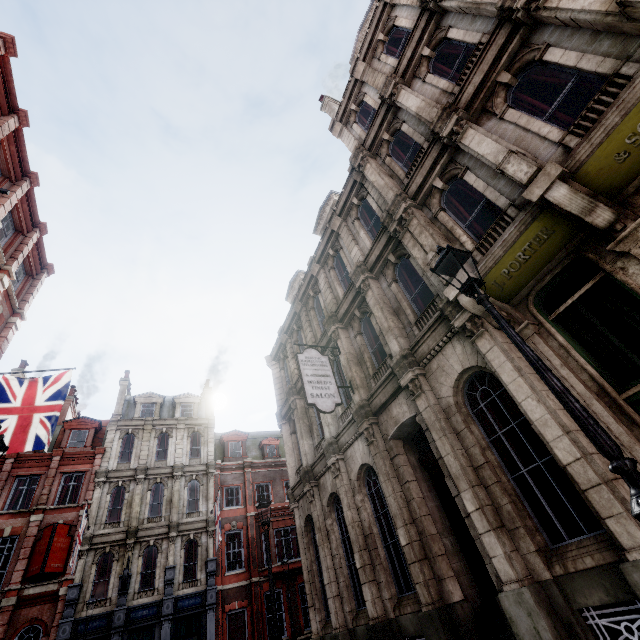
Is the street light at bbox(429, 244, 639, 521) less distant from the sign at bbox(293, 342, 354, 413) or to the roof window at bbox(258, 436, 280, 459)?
the sign at bbox(293, 342, 354, 413)

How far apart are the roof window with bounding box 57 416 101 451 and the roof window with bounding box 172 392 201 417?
5.29m

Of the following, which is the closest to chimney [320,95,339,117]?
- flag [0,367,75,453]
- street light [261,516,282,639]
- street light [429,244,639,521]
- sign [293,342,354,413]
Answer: sign [293,342,354,413]

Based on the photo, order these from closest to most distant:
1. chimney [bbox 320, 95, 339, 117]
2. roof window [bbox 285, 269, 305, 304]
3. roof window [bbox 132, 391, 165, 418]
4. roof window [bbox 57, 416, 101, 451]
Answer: chimney [bbox 320, 95, 339, 117] → roof window [bbox 285, 269, 305, 304] → roof window [bbox 57, 416, 101, 451] → roof window [bbox 132, 391, 165, 418]

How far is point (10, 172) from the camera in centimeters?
1267cm

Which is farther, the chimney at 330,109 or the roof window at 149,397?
the roof window at 149,397

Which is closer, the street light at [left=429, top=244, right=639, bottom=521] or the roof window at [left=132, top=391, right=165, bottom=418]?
the street light at [left=429, top=244, right=639, bottom=521]

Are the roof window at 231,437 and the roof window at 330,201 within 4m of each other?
no
